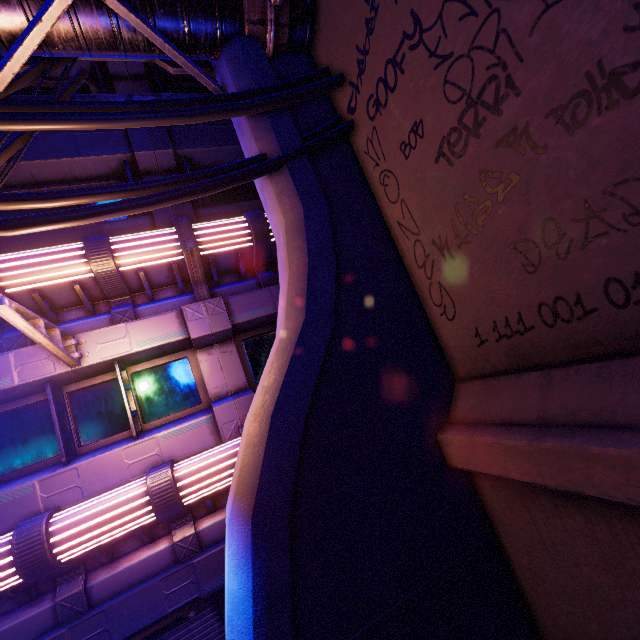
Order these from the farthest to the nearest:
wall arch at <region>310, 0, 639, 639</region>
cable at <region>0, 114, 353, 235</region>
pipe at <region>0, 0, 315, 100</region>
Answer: pipe at <region>0, 0, 315, 100</region> → cable at <region>0, 114, 353, 235</region> → wall arch at <region>310, 0, 639, 639</region>

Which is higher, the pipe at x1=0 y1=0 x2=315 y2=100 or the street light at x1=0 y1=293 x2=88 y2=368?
A: the pipe at x1=0 y1=0 x2=315 y2=100

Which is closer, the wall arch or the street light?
the wall arch

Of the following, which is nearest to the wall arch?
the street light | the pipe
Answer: the pipe

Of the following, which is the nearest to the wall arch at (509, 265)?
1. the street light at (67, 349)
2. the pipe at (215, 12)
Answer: the pipe at (215, 12)

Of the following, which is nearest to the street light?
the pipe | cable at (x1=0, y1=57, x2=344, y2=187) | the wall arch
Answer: cable at (x1=0, y1=57, x2=344, y2=187)

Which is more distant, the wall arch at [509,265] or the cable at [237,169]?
the cable at [237,169]

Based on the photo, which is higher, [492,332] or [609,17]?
[609,17]
